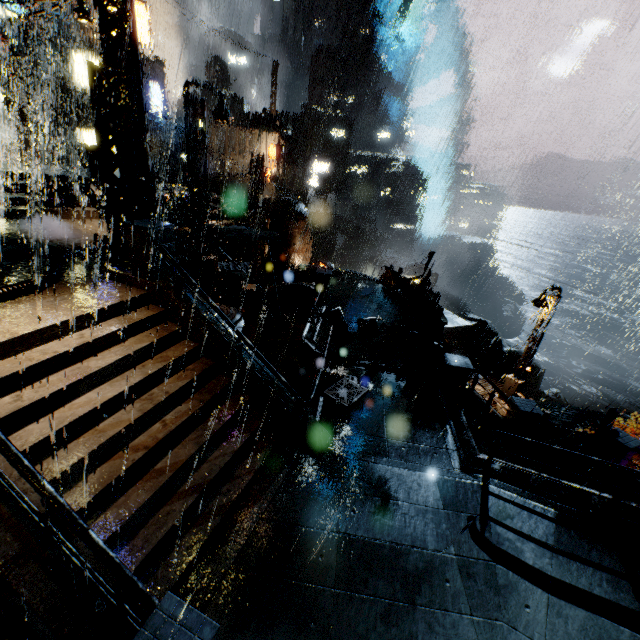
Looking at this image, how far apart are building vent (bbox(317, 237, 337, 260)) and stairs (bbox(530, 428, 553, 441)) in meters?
42.5 m

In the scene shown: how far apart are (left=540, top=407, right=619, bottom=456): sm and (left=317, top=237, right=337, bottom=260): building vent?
43.9m

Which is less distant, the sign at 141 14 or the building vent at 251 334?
the building vent at 251 334

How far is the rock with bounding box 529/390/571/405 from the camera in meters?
57.9

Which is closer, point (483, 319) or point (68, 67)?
point (68, 67)

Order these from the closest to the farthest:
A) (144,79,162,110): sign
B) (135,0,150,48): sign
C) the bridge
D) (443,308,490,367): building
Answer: the bridge < (135,0,150,48): sign < (144,79,162,110): sign < (443,308,490,367): building

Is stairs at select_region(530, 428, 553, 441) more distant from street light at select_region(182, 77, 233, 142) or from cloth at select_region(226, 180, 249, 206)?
cloth at select_region(226, 180, 249, 206)

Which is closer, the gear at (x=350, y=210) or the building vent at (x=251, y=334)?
the building vent at (x=251, y=334)
